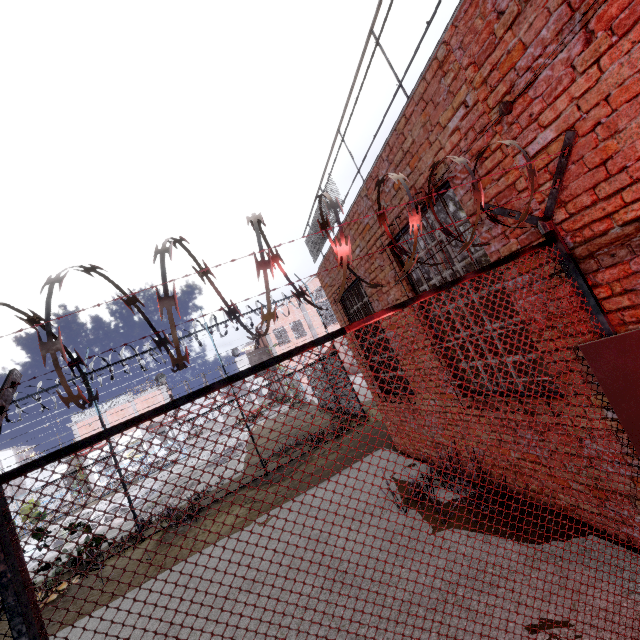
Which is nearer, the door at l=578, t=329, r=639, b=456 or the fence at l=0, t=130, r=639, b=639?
the fence at l=0, t=130, r=639, b=639

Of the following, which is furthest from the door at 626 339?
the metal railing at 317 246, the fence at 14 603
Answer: the metal railing at 317 246

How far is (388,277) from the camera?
5.3 meters

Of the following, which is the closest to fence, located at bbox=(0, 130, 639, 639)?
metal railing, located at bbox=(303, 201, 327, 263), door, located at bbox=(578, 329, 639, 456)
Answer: door, located at bbox=(578, 329, 639, 456)

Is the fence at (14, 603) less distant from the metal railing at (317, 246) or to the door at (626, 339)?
the door at (626, 339)

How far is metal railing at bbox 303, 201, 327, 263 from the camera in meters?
7.2 m

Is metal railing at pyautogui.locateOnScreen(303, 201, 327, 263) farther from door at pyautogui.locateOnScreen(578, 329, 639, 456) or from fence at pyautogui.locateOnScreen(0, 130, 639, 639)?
door at pyautogui.locateOnScreen(578, 329, 639, 456)

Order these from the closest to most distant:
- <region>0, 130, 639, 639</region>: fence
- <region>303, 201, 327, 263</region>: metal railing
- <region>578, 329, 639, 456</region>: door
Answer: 1. <region>0, 130, 639, 639</region>: fence
2. <region>578, 329, 639, 456</region>: door
3. <region>303, 201, 327, 263</region>: metal railing
